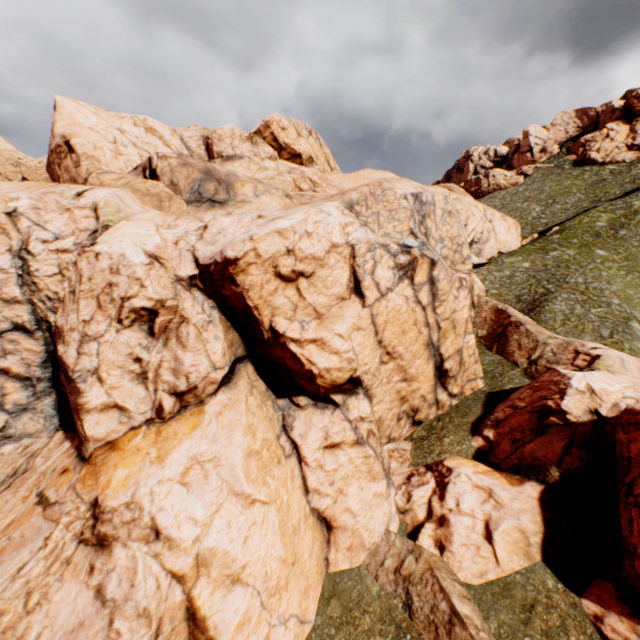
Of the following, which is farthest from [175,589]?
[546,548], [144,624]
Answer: [546,548]
